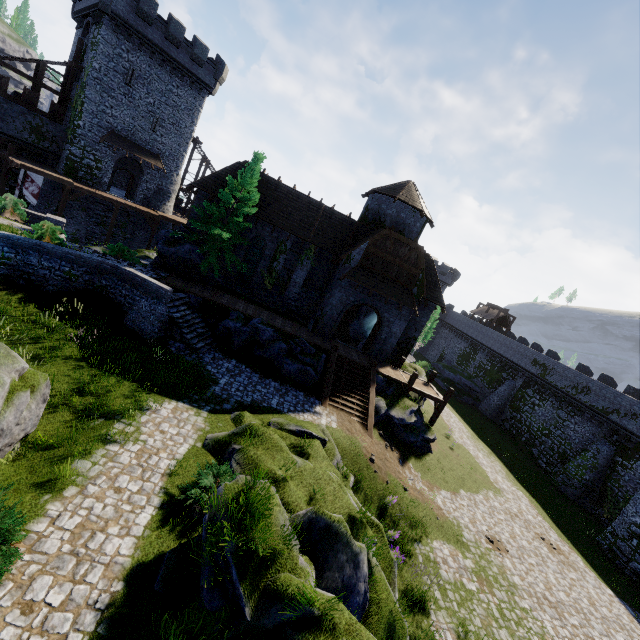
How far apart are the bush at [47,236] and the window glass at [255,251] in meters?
11.3 m

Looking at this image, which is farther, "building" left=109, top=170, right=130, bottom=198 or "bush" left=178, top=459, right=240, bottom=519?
"building" left=109, top=170, right=130, bottom=198

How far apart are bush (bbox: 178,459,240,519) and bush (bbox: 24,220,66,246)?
13.8m

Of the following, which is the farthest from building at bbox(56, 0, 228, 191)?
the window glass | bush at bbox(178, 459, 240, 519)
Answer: bush at bbox(178, 459, 240, 519)

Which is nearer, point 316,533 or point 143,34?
point 316,533

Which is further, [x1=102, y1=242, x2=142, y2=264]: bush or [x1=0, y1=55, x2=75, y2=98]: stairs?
[x1=0, y1=55, x2=75, y2=98]: stairs

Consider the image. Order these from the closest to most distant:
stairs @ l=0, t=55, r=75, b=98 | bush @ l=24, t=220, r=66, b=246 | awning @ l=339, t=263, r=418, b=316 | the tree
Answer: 1. bush @ l=24, t=220, r=66, b=246
2. the tree
3. awning @ l=339, t=263, r=418, b=316
4. stairs @ l=0, t=55, r=75, b=98

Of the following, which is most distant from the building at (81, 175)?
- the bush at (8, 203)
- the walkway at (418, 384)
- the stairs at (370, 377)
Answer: the walkway at (418, 384)
